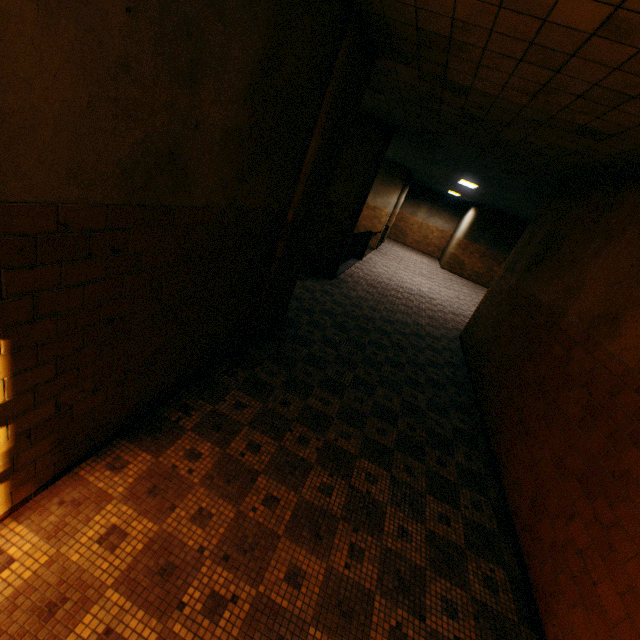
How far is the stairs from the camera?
11.1 meters

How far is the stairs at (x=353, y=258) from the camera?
11.1 meters

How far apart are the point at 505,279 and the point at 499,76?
4.8 meters
